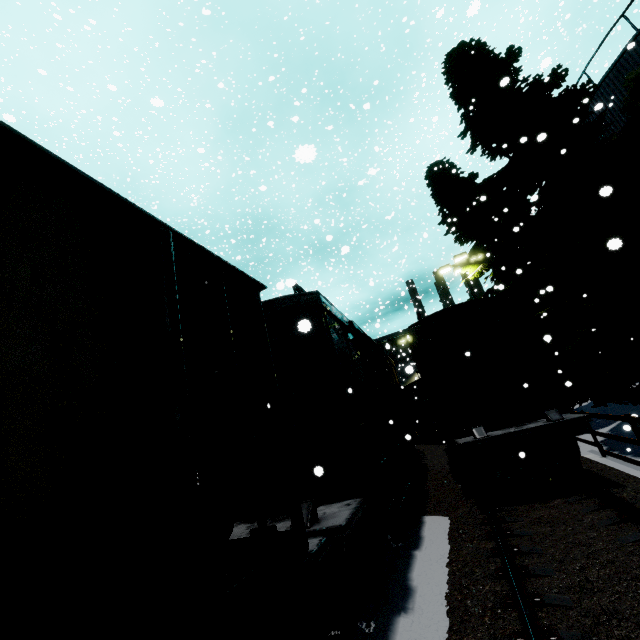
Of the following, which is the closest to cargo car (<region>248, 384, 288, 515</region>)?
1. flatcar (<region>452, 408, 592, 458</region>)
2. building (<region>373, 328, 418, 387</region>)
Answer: flatcar (<region>452, 408, 592, 458</region>)

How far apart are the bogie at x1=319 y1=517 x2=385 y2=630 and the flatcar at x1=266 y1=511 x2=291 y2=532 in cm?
28

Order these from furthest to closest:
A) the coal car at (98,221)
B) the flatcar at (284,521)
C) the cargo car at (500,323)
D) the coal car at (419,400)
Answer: the coal car at (419,400), the cargo car at (500,323), the flatcar at (284,521), the coal car at (98,221)

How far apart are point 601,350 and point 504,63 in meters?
12.7 m

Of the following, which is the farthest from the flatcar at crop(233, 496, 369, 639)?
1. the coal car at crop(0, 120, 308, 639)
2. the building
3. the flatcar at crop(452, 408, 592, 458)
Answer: the building

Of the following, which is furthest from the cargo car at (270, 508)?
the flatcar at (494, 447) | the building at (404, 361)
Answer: the building at (404, 361)

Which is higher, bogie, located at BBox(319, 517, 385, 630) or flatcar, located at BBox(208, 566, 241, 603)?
flatcar, located at BBox(208, 566, 241, 603)

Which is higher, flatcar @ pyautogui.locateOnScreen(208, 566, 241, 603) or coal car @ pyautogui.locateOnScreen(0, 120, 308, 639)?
coal car @ pyautogui.locateOnScreen(0, 120, 308, 639)
